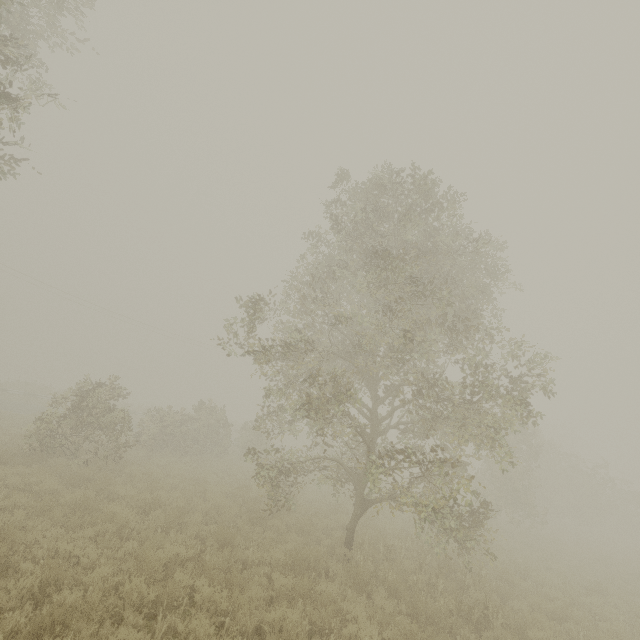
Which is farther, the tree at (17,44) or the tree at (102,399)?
the tree at (102,399)

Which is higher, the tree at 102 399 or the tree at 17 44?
the tree at 17 44

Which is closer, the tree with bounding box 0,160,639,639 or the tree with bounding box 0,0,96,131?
the tree with bounding box 0,0,96,131

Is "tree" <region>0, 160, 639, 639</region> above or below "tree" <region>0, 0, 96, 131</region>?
below

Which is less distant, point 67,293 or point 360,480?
point 360,480
